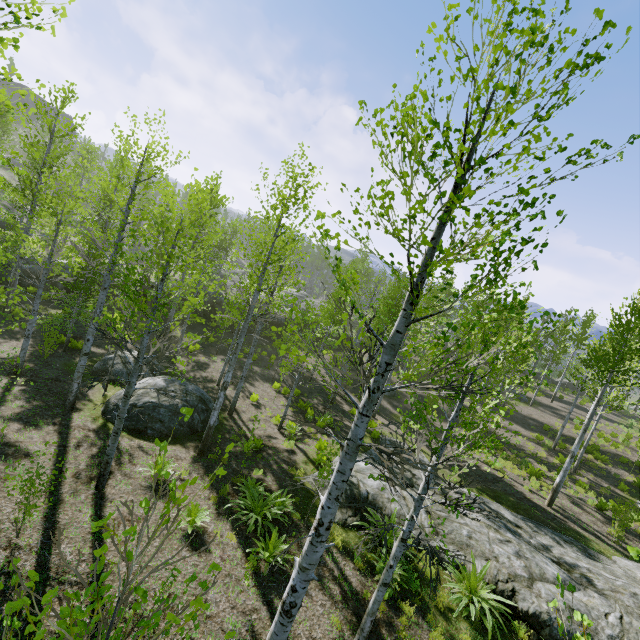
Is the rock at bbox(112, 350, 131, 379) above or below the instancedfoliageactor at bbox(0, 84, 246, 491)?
below

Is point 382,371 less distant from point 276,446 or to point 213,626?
point 213,626

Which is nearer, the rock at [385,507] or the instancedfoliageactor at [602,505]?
the rock at [385,507]

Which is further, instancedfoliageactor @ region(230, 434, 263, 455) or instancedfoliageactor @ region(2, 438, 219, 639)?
instancedfoliageactor @ region(230, 434, 263, 455)

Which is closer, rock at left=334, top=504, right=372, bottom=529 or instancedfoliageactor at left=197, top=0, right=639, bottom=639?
instancedfoliageactor at left=197, top=0, right=639, bottom=639

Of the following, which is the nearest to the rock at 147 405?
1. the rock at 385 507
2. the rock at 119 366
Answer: the rock at 119 366

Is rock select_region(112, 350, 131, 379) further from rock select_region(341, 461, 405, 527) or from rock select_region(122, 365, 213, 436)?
rock select_region(341, 461, 405, 527)
